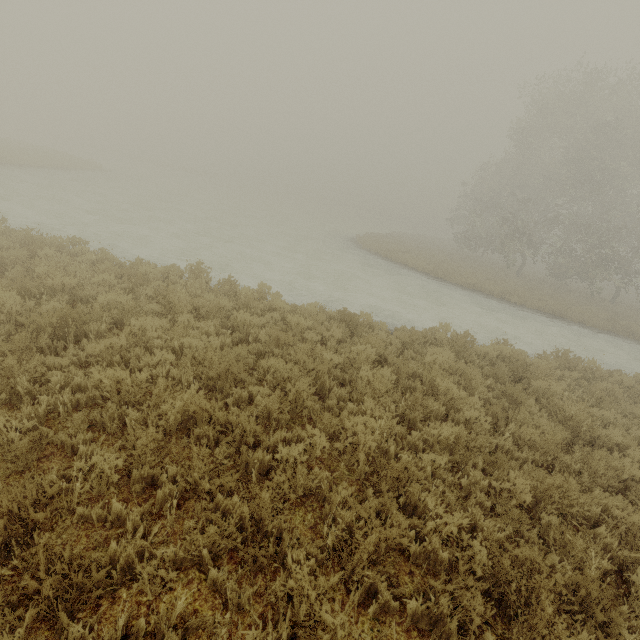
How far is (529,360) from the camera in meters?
9.4
